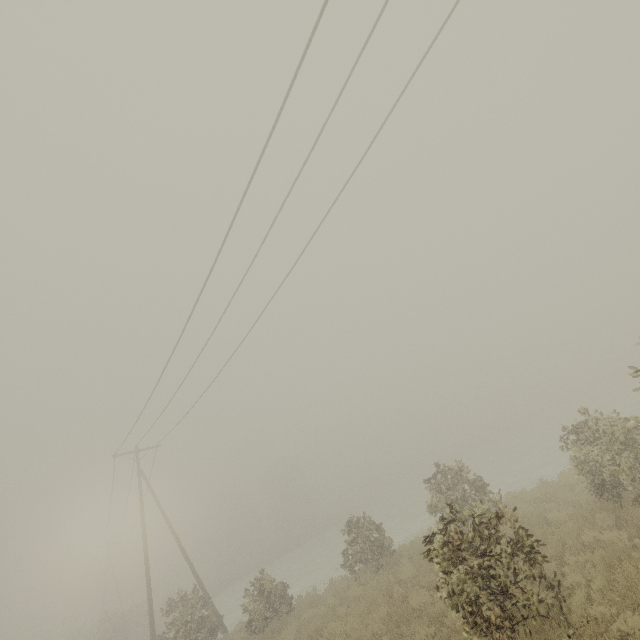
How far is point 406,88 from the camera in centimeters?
743cm
